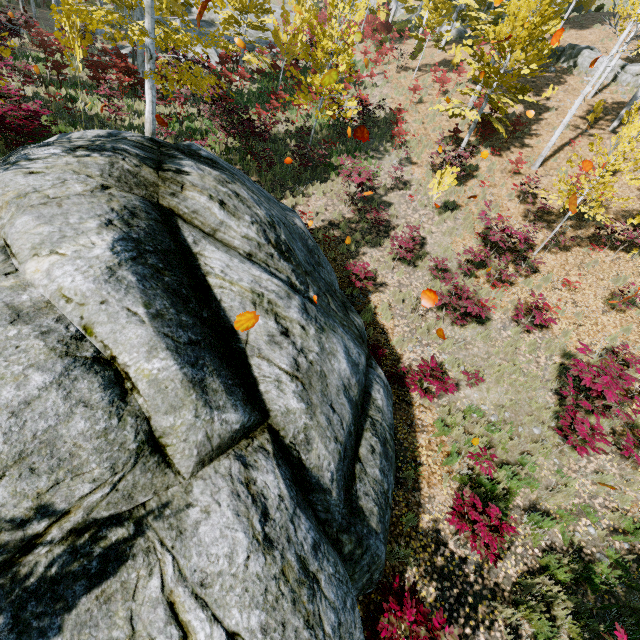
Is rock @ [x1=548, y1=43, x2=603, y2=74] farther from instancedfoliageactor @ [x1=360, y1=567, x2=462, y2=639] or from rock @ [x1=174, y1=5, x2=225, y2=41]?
rock @ [x1=174, y1=5, x2=225, y2=41]

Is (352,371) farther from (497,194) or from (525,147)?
(525,147)

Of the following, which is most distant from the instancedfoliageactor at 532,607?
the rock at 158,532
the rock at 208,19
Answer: the rock at 158,532

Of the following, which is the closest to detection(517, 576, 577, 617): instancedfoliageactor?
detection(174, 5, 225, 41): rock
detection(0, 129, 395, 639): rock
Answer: detection(174, 5, 225, 41): rock

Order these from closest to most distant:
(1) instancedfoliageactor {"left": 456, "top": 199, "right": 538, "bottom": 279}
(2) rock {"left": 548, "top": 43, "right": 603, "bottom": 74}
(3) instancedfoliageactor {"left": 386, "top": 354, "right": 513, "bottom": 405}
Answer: (3) instancedfoliageactor {"left": 386, "top": 354, "right": 513, "bottom": 405} < (1) instancedfoliageactor {"left": 456, "top": 199, "right": 538, "bottom": 279} < (2) rock {"left": 548, "top": 43, "right": 603, "bottom": 74}

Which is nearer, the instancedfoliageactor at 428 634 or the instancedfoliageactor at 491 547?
the instancedfoliageactor at 428 634
